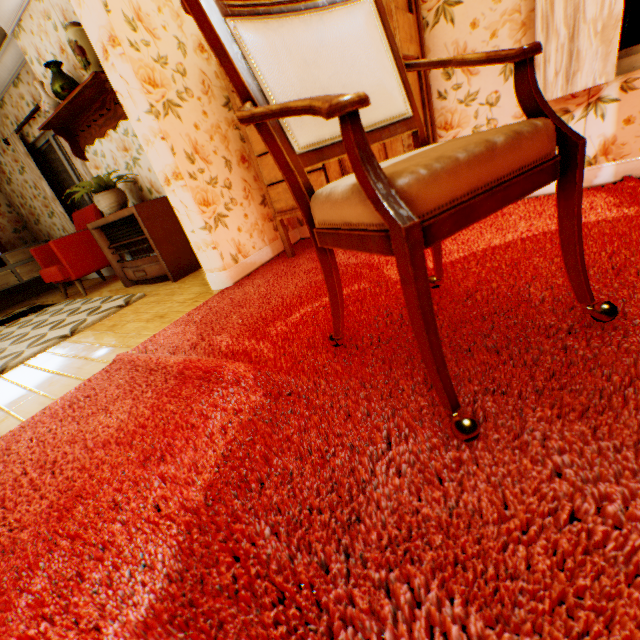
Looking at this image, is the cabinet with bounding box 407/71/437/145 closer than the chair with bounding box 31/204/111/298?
Yes

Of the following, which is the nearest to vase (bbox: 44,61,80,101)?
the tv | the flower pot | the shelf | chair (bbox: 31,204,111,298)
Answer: the shelf

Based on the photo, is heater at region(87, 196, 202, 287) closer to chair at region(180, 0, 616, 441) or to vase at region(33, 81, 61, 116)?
vase at region(33, 81, 61, 116)

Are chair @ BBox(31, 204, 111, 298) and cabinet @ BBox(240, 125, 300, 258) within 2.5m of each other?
no

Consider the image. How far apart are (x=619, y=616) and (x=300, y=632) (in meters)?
0.51

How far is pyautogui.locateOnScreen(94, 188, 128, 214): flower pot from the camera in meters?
3.6

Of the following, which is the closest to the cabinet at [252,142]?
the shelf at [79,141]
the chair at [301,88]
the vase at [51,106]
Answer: the chair at [301,88]

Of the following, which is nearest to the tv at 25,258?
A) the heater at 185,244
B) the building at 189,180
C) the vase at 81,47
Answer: the building at 189,180
